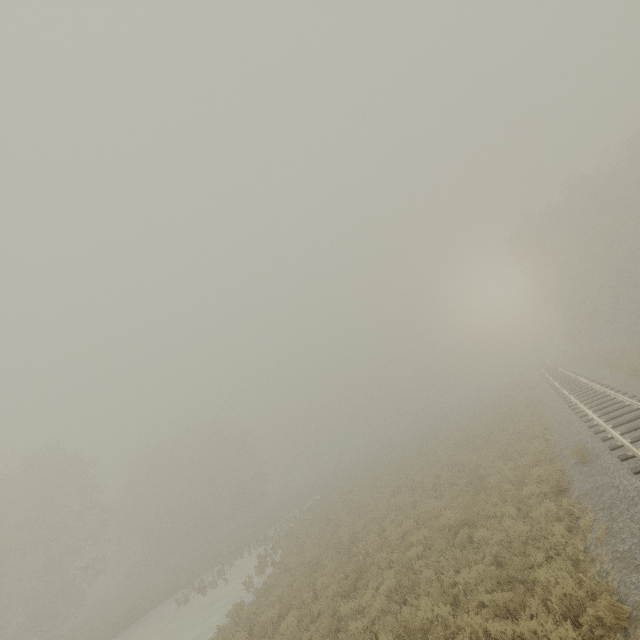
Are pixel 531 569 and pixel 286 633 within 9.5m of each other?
yes
